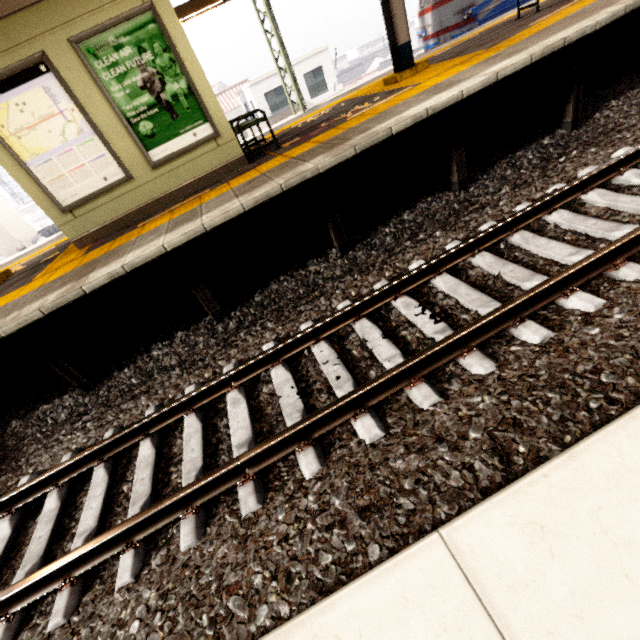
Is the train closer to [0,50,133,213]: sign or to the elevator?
the elevator

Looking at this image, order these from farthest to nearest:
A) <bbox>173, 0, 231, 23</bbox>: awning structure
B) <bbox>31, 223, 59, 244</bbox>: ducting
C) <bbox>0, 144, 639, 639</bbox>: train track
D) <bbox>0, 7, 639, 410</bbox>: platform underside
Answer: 1. <bbox>31, 223, 59, 244</bbox>: ducting
2. <bbox>173, 0, 231, 23</bbox>: awning structure
3. <bbox>0, 7, 639, 410</bbox>: platform underside
4. <bbox>0, 144, 639, 639</bbox>: train track

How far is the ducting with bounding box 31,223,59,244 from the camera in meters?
22.6

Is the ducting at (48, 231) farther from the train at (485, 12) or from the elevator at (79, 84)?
the train at (485, 12)

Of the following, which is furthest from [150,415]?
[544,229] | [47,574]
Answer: [544,229]

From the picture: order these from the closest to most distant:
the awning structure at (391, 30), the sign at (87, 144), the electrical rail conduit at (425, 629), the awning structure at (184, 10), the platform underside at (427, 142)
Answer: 1. the electrical rail conduit at (425, 629)
2. the platform underside at (427, 142)
3. the sign at (87, 144)
4. the awning structure at (391, 30)
5. the awning structure at (184, 10)

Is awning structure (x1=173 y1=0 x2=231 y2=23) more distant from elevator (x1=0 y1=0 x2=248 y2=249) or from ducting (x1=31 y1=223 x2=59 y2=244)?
→ ducting (x1=31 y1=223 x2=59 y2=244)

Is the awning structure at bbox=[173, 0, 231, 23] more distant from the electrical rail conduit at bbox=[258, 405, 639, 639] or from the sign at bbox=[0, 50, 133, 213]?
the electrical rail conduit at bbox=[258, 405, 639, 639]
